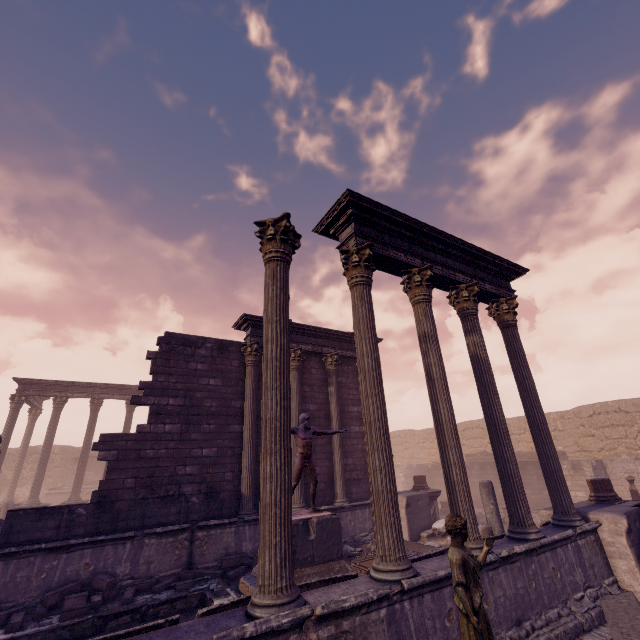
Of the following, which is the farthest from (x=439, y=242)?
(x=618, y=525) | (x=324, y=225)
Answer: (x=618, y=525)

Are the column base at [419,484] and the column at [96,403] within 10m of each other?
no

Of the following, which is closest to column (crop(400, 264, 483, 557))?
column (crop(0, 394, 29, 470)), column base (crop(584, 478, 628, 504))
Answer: A: column base (crop(584, 478, 628, 504))

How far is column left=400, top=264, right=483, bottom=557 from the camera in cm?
561

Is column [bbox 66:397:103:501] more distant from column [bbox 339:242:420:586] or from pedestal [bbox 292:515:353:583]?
column [bbox 339:242:420:586]

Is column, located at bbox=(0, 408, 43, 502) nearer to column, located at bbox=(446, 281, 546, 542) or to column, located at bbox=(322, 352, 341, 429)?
column, located at bbox=(322, 352, 341, 429)

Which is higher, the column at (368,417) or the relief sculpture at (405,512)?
the column at (368,417)

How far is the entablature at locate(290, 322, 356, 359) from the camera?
12.7m
